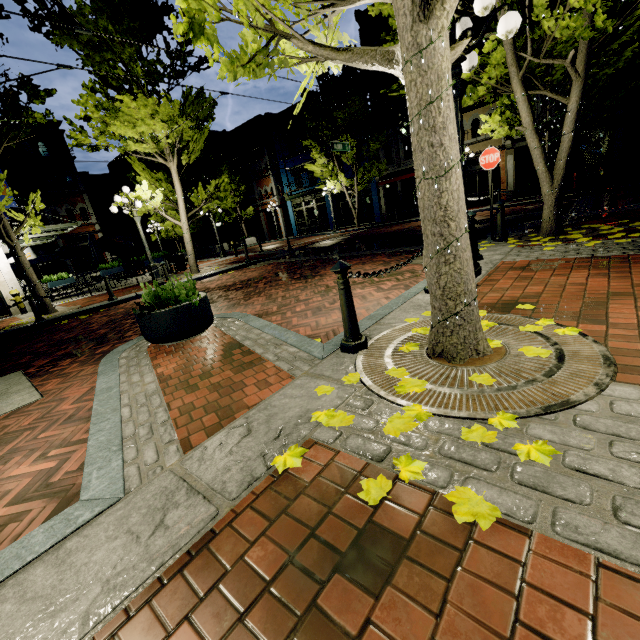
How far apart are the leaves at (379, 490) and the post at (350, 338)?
1.45m

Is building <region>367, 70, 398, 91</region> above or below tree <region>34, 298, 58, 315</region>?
above

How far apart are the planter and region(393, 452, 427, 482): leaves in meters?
3.6

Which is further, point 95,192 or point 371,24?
point 95,192

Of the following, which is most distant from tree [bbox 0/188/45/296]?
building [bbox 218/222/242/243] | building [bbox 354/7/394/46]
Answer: building [bbox 218/222/242/243]

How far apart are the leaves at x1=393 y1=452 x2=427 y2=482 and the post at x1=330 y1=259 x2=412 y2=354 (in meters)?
1.45

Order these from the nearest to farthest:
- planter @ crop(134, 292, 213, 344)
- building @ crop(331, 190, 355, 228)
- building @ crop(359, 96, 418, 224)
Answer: planter @ crop(134, 292, 213, 344), building @ crop(359, 96, 418, 224), building @ crop(331, 190, 355, 228)

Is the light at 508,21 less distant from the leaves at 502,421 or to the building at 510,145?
the leaves at 502,421
